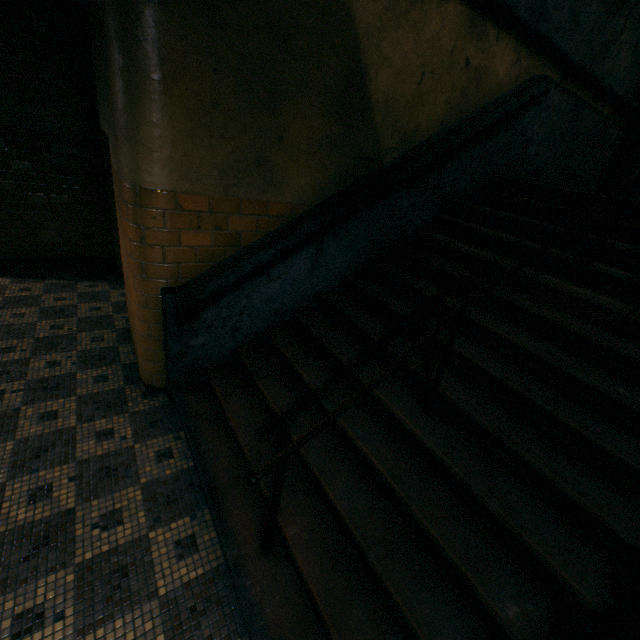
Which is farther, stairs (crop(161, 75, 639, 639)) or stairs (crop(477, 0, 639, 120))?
stairs (crop(477, 0, 639, 120))

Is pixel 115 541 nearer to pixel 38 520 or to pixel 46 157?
pixel 38 520

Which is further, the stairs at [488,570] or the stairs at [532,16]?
the stairs at [532,16]

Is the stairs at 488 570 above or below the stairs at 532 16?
below

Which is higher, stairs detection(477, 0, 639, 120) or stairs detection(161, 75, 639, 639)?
stairs detection(477, 0, 639, 120)
